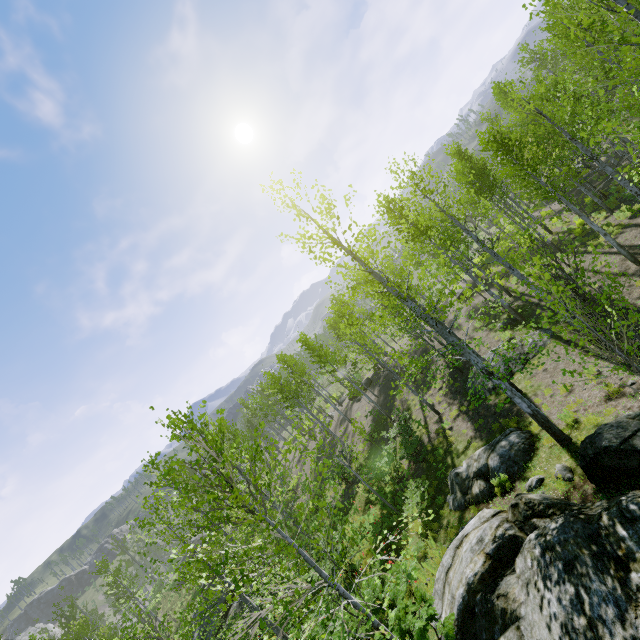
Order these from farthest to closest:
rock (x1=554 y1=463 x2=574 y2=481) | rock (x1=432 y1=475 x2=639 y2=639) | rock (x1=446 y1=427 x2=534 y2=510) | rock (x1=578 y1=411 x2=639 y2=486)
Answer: rock (x1=446 y1=427 x2=534 y2=510)
rock (x1=554 y1=463 x2=574 y2=481)
rock (x1=578 y1=411 x2=639 y2=486)
rock (x1=432 y1=475 x2=639 y2=639)

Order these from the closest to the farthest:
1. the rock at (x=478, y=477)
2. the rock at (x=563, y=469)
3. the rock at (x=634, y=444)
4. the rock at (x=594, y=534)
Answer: the rock at (x=594, y=534) < the rock at (x=634, y=444) < the rock at (x=563, y=469) < the rock at (x=478, y=477)

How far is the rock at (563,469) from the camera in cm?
769

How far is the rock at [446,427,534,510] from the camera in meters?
9.6

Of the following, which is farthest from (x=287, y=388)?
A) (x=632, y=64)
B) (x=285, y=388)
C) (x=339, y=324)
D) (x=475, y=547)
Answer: (x=632, y=64)

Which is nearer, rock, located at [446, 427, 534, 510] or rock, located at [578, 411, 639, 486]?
rock, located at [578, 411, 639, 486]
